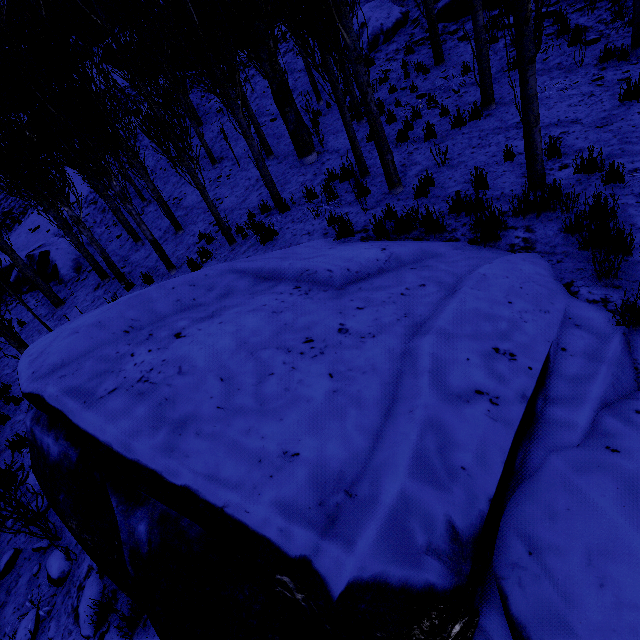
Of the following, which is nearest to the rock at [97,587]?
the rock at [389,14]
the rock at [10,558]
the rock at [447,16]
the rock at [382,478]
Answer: the rock at [382,478]

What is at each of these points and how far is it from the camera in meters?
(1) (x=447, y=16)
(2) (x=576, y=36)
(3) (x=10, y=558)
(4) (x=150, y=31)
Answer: (1) rock, 11.7 m
(2) instancedfoliageactor, 8.1 m
(3) rock, 4.8 m
(4) instancedfoliageactor, 12.7 m

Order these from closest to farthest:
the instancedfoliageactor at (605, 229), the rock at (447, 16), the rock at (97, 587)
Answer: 1. the instancedfoliageactor at (605, 229)
2. the rock at (97, 587)
3. the rock at (447, 16)

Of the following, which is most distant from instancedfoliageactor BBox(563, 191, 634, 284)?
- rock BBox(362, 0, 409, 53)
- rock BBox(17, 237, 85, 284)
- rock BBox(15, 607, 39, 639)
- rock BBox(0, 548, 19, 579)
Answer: rock BBox(362, 0, 409, 53)

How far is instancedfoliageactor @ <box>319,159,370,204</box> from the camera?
6.00m

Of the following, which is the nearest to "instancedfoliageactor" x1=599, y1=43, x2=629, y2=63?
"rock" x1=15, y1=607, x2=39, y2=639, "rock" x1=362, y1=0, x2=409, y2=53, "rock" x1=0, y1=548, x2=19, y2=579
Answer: "rock" x1=0, y1=548, x2=19, y2=579

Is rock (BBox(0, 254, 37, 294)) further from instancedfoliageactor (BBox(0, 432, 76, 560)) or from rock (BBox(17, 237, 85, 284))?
rock (BBox(17, 237, 85, 284))

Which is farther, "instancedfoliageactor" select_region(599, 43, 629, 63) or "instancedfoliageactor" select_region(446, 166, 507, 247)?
"instancedfoliageactor" select_region(599, 43, 629, 63)
